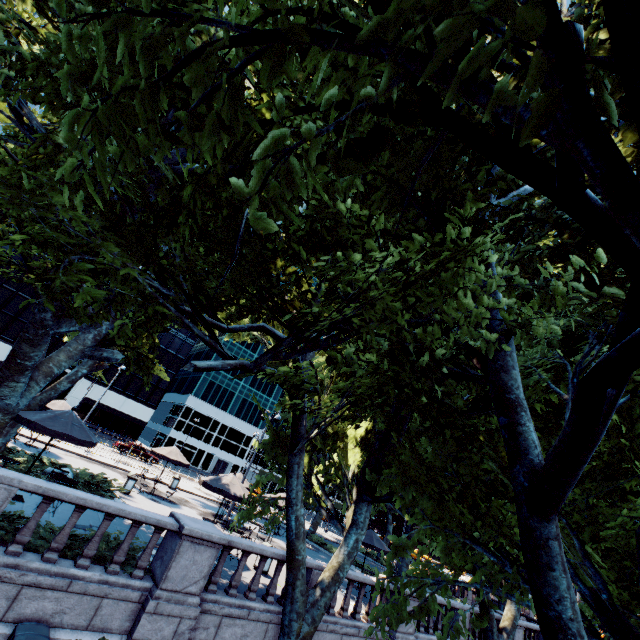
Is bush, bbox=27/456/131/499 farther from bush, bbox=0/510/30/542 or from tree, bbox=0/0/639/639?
bush, bbox=0/510/30/542

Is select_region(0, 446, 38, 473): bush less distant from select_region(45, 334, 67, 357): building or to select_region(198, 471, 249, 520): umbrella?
select_region(198, 471, 249, 520): umbrella

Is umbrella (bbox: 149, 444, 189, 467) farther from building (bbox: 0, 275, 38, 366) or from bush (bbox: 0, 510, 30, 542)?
building (bbox: 0, 275, 38, 366)

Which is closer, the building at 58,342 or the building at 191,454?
the building at 58,342

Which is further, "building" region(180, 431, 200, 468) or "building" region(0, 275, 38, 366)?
"building" region(180, 431, 200, 468)

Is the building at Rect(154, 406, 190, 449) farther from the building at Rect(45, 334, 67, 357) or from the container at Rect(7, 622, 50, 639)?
the container at Rect(7, 622, 50, 639)

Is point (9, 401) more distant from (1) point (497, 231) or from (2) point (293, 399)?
(1) point (497, 231)

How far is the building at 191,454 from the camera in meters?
58.8
